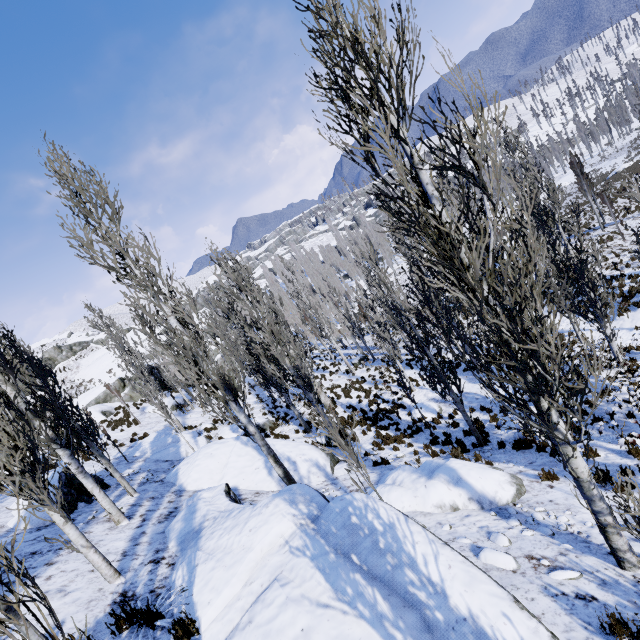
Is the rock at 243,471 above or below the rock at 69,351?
below

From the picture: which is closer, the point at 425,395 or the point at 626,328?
the point at 626,328

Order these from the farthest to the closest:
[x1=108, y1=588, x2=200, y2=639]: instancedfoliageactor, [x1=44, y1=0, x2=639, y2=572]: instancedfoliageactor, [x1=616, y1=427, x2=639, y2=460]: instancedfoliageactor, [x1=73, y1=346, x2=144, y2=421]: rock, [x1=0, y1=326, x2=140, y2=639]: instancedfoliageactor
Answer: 1. [x1=73, y1=346, x2=144, y2=421]: rock
2. [x1=616, y1=427, x2=639, y2=460]: instancedfoliageactor
3. [x1=108, y1=588, x2=200, y2=639]: instancedfoliageactor
4. [x1=44, y1=0, x2=639, y2=572]: instancedfoliageactor
5. [x1=0, y1=326, x2=140, y2=639]: instancedfoliageactor

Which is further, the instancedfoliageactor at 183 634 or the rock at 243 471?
→ the instancedfoliageactor at 183 634

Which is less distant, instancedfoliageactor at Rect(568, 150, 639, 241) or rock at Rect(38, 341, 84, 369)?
instancedfoliageactor at Rect(568, 150, 639, 241)

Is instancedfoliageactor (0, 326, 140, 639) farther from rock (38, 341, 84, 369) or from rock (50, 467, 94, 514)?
rock (38, 341, 84, 369)

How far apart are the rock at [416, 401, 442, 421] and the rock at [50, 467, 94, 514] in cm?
1320

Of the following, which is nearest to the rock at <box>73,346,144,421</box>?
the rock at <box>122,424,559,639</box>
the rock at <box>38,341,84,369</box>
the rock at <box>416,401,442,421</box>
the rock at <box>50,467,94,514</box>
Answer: the rock at <box>38,341,84,369</box>
